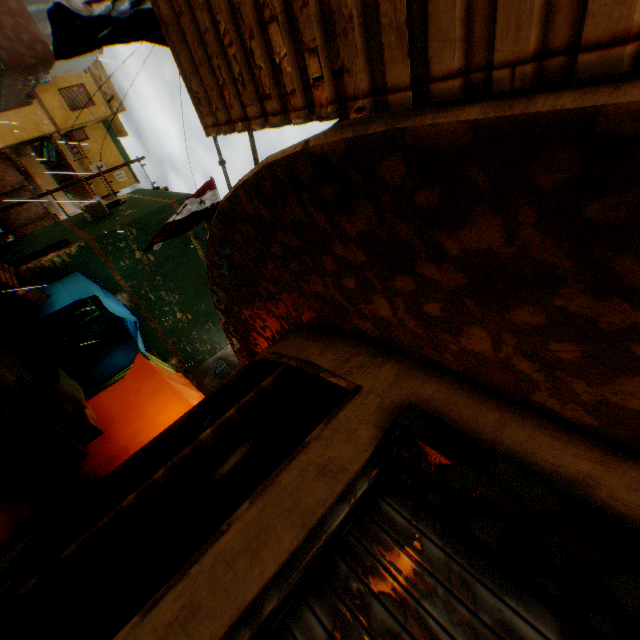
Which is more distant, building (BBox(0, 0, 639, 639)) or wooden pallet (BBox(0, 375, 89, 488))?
wooden pallet (BBox(0, 375, 89, 488))

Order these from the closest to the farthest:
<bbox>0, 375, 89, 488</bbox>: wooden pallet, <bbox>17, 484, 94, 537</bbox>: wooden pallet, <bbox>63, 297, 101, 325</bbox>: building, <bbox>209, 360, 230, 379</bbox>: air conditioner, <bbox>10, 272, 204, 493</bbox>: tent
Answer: <bbox>17, 484, 94, 537</bbox>: wooden pallet
<bbox>0, 375, 89, 488</bbox>: wooden pallet
<bbox>10, 272, 204, 493</bbox>: tent
<bbox>63, 297, 101, 325</bbox>: building
<bbox>209, 360, 230, 379</bbox>: air conditioner

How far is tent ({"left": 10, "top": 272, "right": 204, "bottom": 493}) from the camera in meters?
5.6 m

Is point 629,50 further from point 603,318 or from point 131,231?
point 131,231

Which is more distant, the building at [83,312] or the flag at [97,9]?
the building at [83,312]

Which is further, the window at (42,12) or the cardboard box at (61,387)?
the window at (42,12)

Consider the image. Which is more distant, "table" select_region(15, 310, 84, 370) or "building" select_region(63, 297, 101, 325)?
"building" select_region(63, 297, 101, 325)

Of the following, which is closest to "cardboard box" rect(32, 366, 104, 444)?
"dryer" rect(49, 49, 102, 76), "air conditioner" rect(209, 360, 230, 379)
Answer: "dryer" rect(49, 49, 102, 76)
